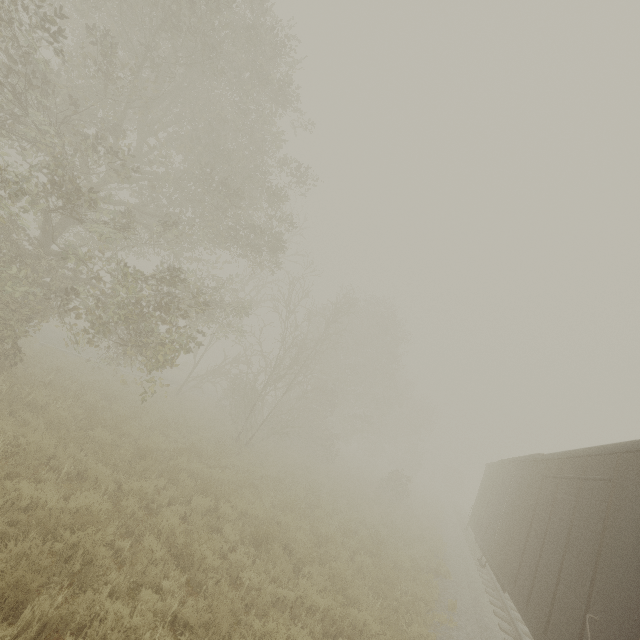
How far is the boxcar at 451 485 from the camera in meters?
59.1

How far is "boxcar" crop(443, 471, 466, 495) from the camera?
59.06m

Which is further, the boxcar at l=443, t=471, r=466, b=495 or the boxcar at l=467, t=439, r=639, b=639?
the boxcar at l=443, t=471, r=466, b=495

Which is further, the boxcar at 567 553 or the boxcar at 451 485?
the boxcar at 451 485

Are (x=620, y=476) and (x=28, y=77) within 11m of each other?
no
